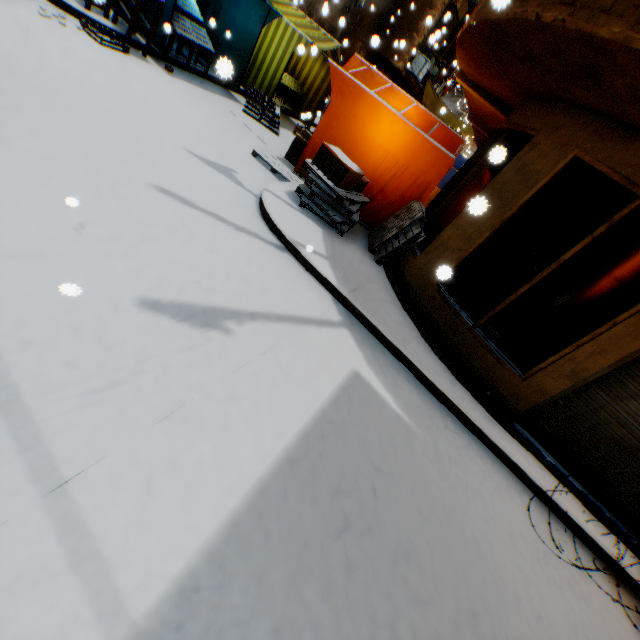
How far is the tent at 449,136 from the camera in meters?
6.5 m

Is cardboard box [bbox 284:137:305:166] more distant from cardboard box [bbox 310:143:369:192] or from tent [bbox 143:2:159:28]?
cardboard box [bbox 310:143:369:192]

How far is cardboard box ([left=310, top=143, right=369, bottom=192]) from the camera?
5.39m

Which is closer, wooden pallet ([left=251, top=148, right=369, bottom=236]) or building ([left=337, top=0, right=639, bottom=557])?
building ([left=337, top=0, right=639, bottom=557])

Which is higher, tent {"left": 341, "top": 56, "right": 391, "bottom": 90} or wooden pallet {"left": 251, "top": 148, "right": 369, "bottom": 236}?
tent {"left": 341, "top": 56, "right": 391, "bottom": 90}

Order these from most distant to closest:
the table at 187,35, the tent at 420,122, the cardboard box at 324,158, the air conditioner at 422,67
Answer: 1. the air conditioner at 422,67
2. the table at 187,35
3. the tent at 420,122
4. the cardboard box at 324,158

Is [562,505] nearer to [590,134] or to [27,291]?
[590,134]

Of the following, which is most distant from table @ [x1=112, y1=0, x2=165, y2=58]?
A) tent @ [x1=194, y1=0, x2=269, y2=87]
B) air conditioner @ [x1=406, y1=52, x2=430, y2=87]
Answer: air conditioner @ [x1=406, y1=52, x2=430, y2=87]
